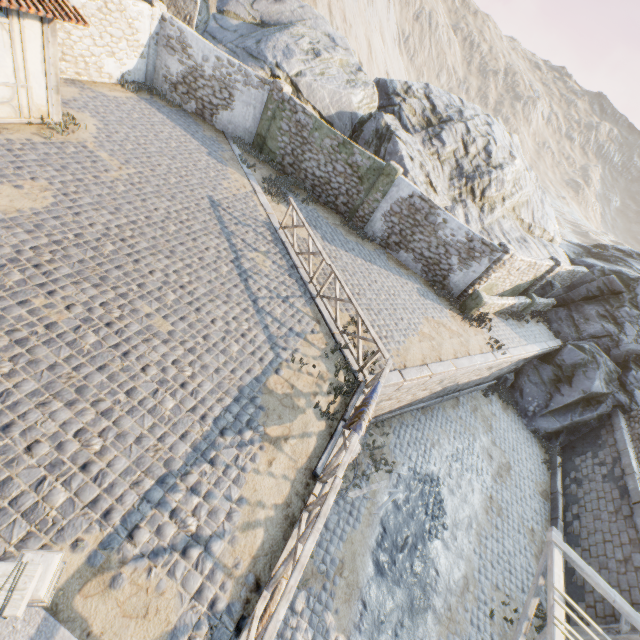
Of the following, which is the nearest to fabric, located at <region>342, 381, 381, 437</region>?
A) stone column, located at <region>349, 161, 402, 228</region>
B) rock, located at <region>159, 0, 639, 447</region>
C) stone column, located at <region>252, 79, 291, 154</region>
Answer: stone column, located at <region>349, 161, 402, 228</region>

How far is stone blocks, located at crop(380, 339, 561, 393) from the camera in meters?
9.6 m

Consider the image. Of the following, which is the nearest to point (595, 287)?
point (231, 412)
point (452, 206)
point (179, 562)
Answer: point (452, 206)

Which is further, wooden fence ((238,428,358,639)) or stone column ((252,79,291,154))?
→ stone column ((252,79,291,154))

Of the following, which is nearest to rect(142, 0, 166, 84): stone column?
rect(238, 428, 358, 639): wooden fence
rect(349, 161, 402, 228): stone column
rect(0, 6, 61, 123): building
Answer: rect(0, 6, 61, 123): building

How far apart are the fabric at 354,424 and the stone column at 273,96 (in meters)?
13.54

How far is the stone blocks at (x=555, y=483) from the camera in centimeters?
1309cm

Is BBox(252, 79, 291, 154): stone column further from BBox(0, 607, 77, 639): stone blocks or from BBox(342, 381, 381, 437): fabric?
BBox(0, 607, 77, 639): stone blocks
